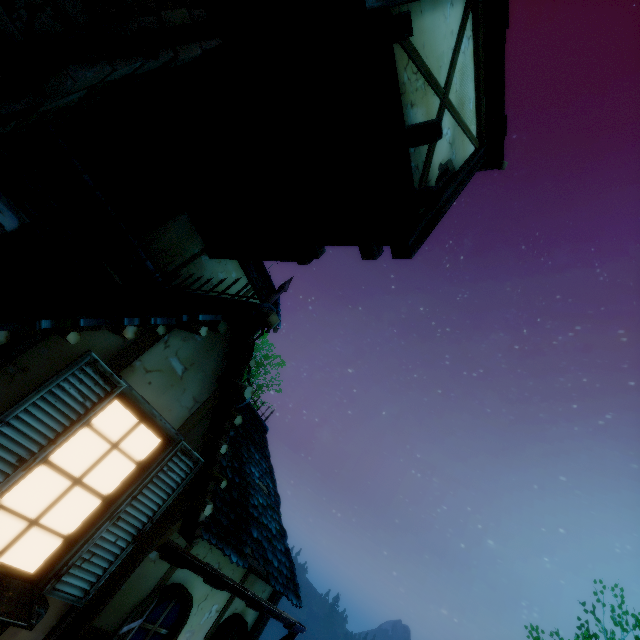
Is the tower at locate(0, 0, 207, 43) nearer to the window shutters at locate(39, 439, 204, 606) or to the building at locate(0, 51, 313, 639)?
the building at locate(0, 51, 313, 639)

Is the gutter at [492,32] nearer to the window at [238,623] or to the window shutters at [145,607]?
the window shutters at [145,607]

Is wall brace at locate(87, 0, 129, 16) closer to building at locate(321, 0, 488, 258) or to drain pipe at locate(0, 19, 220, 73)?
drain pipe at locate(0, 19, 220, 73)

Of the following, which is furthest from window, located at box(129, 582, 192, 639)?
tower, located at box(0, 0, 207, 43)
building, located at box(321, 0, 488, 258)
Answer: tower, located at box(0, 0, 207, 43)

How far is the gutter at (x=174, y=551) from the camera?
3.1 meters

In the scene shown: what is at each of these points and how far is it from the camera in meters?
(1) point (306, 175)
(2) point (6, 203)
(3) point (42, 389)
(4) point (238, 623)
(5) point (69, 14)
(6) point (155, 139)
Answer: (1) wooden platform, 4.1 m
(2) tower, 2.2 m
(3) window shutters, 1.9 m
(4) window, 4.8 m
(5) tower, 2.6 m
(6) building, 5.8 m

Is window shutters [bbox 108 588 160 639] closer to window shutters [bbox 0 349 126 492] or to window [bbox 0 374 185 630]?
window [bbox 0 374 185 630]

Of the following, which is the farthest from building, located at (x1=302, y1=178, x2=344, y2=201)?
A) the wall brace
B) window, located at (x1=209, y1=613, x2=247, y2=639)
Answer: the wall brace
